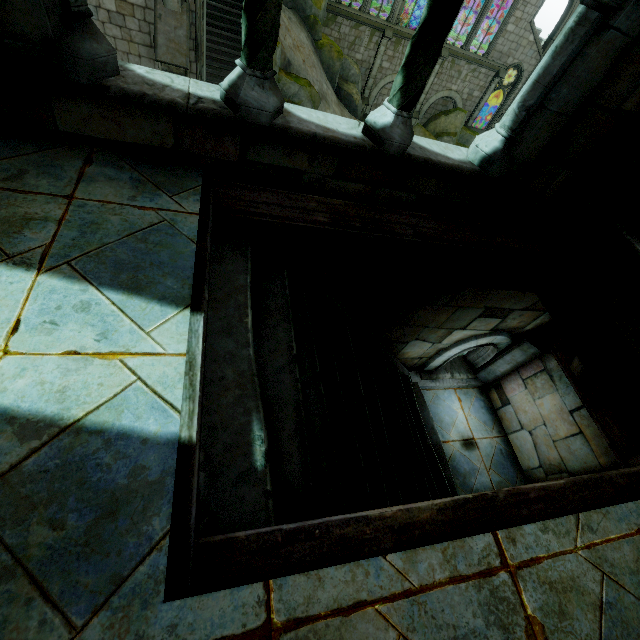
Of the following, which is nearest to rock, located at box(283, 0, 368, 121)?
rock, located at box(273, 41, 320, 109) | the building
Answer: the building

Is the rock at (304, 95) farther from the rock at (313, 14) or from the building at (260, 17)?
the rock at (313, 14)

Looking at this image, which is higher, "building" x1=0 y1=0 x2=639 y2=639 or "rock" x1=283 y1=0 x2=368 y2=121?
"building" x1=0 y1=0 x2=639 y2=639

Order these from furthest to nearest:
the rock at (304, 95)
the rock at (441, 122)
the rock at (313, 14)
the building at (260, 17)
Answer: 1. the rock at (441, 122)
2. the rock at (313, 14)
3. the rock at (304, 95)
4. the building at (260, 17)

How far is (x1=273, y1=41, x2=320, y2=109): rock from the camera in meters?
16.8

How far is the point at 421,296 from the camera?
3.79m
